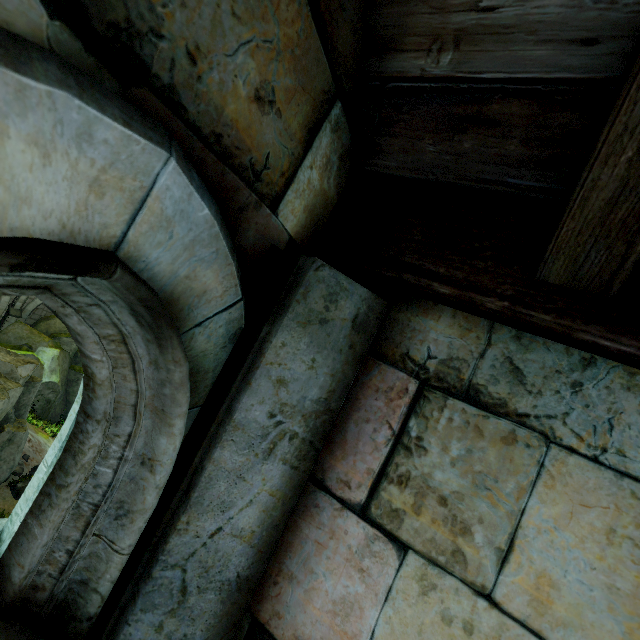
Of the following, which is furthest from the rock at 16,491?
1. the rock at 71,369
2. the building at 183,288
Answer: the rock at 71,369

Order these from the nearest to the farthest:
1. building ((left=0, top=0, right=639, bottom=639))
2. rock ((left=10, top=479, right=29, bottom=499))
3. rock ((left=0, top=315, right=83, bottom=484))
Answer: building ((left=0, top=0, right=639, bottom=639)) → rock ((left=0, top=315, right=83, bottom=484)) → rock ((left=10, top=479, right=29, bottom=499))

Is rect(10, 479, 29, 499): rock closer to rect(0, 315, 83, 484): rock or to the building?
the building

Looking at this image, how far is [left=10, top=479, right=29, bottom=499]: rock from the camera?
15.2 meters

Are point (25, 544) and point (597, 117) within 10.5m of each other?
yes

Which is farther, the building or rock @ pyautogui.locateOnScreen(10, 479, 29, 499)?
rock @ pyautogui.locateOnScreen(10, 479, 29, 499)

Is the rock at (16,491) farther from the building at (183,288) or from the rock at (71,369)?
the rock at (71,369)
